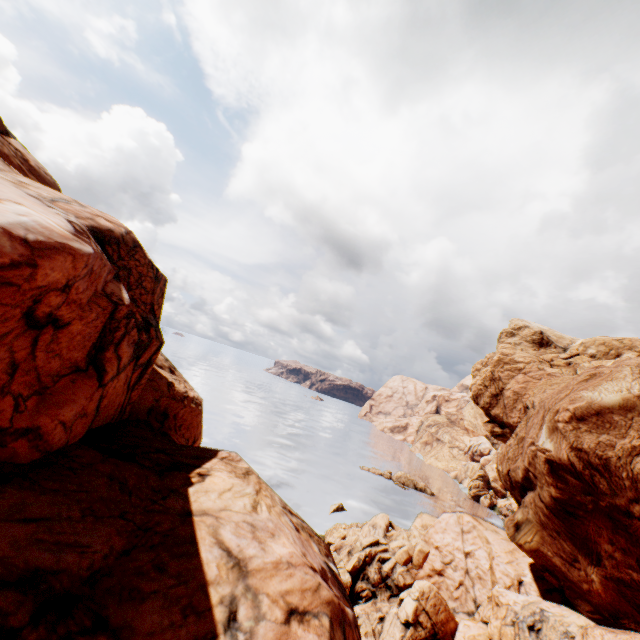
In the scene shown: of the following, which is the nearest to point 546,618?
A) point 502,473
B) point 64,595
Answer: point 502,473
